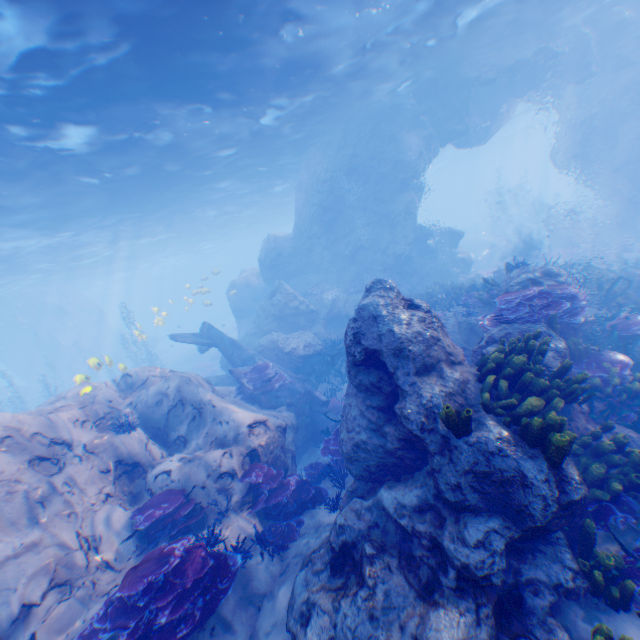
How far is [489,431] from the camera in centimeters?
453cm

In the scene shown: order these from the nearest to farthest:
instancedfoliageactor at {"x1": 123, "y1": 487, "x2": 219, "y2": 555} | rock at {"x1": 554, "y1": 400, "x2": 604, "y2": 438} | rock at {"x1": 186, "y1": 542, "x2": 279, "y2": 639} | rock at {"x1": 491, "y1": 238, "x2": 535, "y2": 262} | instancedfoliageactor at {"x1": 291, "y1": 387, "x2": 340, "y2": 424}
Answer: rock at {"x1": 186, "y1": 542, "x2": 279, "y2": 639}, rock at {"x1": 554, "y1": 400, "x2": 604, "y2": 438}, instancedfoliageactor at {"x1": 123, "y1": 487, "x2": 219, "y2": 555}, instancedfoliageactor at {"x1": 291, "y1": 387, "x2": 340, "y2": 424}, rock at {"x1": 491, "y1": 238, "x2": 535, "y2": 262}

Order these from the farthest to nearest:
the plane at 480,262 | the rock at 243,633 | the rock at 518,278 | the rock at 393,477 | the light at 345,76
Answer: the plane at 480,262 → the light at 345,76 → the rock at 518,278 → the rock at 243,633 → the rock at 393,477

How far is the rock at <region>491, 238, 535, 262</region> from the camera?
31.1 meters

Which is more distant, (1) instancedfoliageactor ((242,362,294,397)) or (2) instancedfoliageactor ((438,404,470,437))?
(1) instancedfoliageactor ((242,362,294,397))

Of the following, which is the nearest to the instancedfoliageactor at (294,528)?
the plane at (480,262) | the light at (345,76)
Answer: the light at (345,76)

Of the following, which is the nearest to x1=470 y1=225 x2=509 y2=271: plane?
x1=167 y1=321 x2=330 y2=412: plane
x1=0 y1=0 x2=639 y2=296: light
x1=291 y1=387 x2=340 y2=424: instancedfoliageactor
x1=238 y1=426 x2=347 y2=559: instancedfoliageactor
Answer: x1=0 y1=0 x2=639 y2=296: light

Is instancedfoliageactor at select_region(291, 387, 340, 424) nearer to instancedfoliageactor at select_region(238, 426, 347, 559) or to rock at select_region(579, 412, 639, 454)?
rock at select_region(579, 412, 639, 454)
